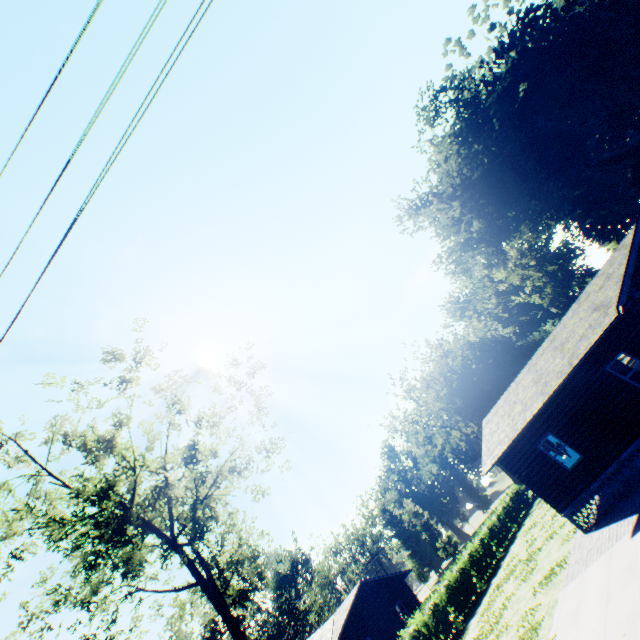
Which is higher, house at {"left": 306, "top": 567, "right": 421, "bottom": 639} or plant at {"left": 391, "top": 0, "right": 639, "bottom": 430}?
plant at {"left": 391, "top": 0, "right": 639, "bottom": 430}

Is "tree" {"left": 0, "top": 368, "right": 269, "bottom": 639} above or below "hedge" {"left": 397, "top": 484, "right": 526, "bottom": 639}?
above

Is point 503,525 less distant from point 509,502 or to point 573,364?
point 509,502

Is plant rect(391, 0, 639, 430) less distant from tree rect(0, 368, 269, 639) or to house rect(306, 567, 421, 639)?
tree rect(0, 368, 269, 639)

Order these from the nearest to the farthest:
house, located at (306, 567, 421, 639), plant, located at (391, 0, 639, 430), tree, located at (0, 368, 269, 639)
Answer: tree, located at (0, 368, 269, 639) → house, located at (306, 567, 421, 639) → plant, located at (391, 0, 639, 430)

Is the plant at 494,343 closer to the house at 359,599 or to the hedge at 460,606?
the hedge at 460,606

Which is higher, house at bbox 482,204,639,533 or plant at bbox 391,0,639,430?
plant at bbox 391,0,639,430

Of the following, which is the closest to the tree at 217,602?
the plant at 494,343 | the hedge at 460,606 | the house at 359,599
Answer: the hedge at 460,606
